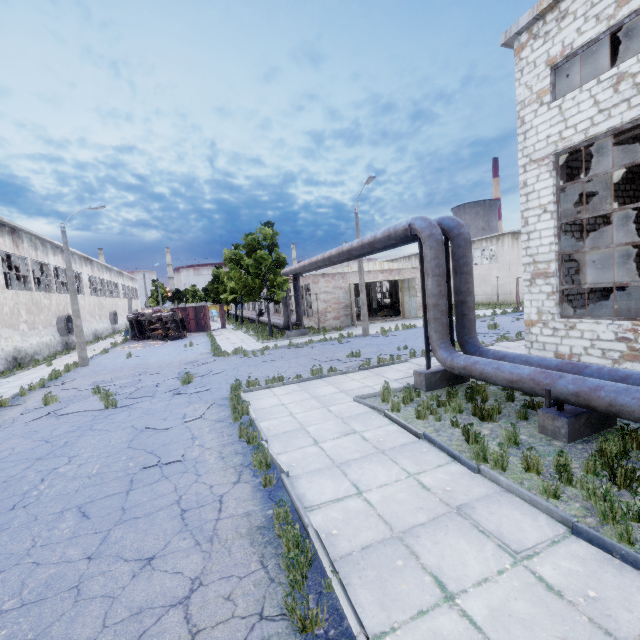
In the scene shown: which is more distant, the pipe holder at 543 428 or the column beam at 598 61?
the column beam at 598 61

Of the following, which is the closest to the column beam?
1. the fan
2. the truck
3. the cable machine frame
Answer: the cable machine frame

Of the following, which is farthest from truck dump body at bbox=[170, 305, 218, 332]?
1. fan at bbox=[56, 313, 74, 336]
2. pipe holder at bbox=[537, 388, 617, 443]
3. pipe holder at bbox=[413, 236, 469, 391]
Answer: pipe holder at bbox=[537, 388, 617, 443]

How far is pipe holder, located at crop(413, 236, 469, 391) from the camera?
9.8 meters

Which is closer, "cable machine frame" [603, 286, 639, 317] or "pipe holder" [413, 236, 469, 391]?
"pipe holder" [413, 236, 469, 391]

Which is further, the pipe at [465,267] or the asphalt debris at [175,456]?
the asphalt debris at [175,456]

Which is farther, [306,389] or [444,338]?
[306,389]

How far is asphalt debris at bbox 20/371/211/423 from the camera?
11.0m
